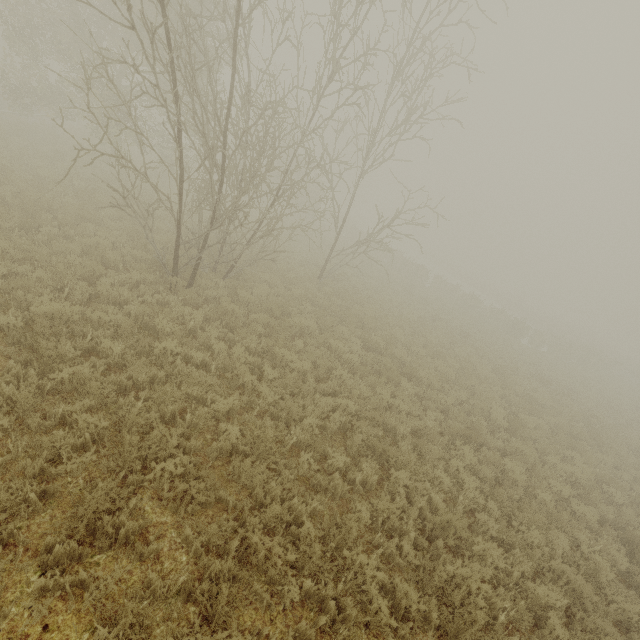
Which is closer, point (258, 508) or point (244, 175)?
point (258, 508)
